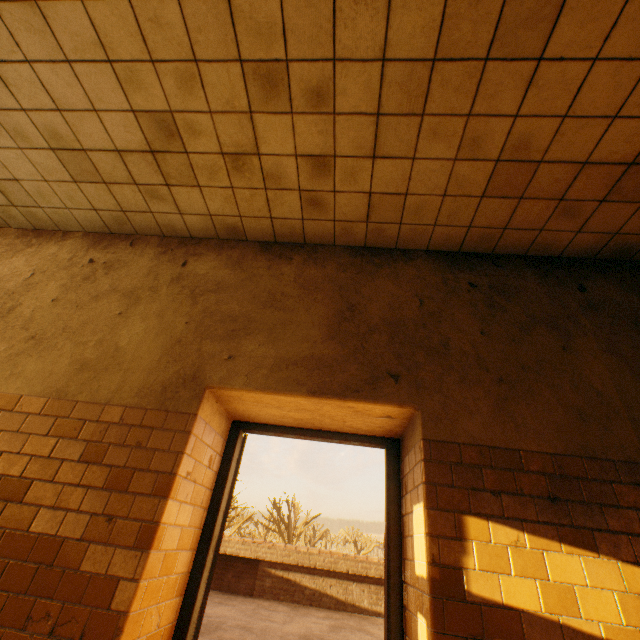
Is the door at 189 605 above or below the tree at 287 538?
below

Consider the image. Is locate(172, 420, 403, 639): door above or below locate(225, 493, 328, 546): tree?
below

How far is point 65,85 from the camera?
2.5m

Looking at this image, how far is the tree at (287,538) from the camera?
23.8m

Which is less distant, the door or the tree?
the door

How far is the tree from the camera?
23.8 meters
